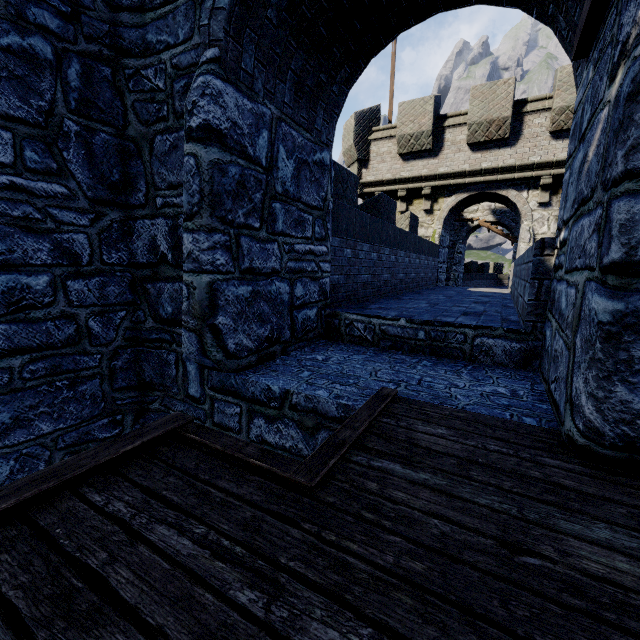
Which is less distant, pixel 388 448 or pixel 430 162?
pixel 388 448
